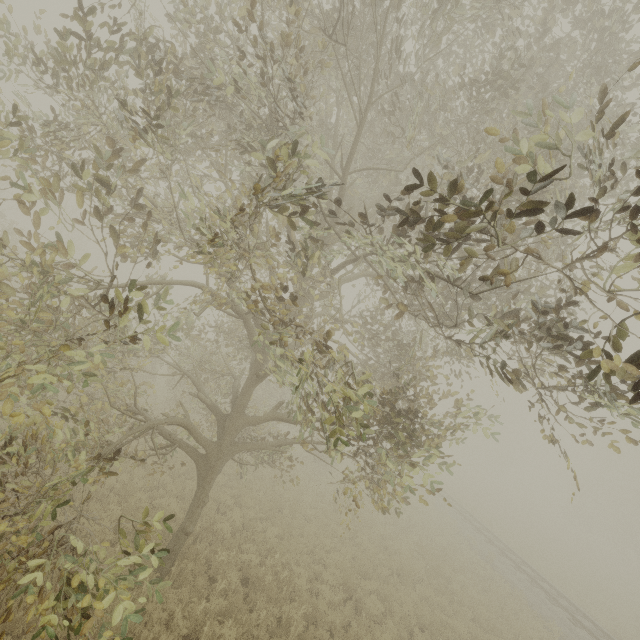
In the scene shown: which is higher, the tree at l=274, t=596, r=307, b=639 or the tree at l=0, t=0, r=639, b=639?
the tree at l=0, t=0, r=639, b=639

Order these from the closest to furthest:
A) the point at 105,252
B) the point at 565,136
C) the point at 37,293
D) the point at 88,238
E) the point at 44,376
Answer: the point at 44,376 < the point at 37,293 < the point at 88,238 < the point at 565,136 < the point at 105,252

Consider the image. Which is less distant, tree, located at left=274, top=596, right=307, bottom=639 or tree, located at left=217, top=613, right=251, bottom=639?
tree, located at left=217, top=613, right=251, bottom=639

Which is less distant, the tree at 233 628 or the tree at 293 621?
the tree at 233 628

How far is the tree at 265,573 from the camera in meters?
8.5 m

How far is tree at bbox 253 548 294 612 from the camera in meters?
8.5

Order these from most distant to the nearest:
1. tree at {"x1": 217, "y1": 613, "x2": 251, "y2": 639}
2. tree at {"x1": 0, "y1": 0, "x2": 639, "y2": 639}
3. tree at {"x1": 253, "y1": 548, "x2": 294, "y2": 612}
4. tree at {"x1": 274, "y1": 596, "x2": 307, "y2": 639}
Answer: tree at {"x1": 253, "y1": 548, "x2": 294, "y2": 612} < tree at {"x1": 274, "y1": 596, "x2": 307, "y2": 639} < tree at {"x1": 217, "y1": 613, "x2": 251, "y2": 639} < tree at {"x1": 0, "y1": 0, "x2": 639, "y2": 639}
